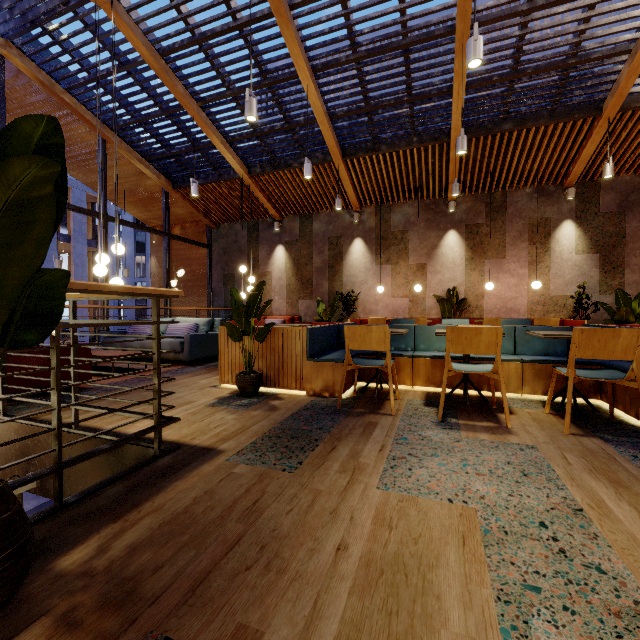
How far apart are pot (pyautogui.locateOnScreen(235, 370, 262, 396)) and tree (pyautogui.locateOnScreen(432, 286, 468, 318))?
6.1m

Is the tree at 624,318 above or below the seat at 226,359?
above

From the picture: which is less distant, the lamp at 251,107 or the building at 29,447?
the building at 29,447

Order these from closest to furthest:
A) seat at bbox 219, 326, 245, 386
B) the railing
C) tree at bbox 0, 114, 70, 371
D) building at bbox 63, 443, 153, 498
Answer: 1. tree at bbox 0, 114, 70, 371
2. the railing
3. building at bbox 63, 443, 153, 498
4. seat at bbox 219, 326, 245, 386

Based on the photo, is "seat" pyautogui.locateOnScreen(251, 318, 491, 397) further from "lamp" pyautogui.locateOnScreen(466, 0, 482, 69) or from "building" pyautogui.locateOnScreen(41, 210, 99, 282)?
"building" pyautogui.locateOnScreen(41, 210, 99, 282)

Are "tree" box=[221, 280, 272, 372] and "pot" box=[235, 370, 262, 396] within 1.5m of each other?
yes

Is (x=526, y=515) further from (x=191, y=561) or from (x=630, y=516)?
(x=191, y=561)

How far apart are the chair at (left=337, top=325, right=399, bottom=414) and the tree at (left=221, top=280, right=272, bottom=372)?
0.93m
